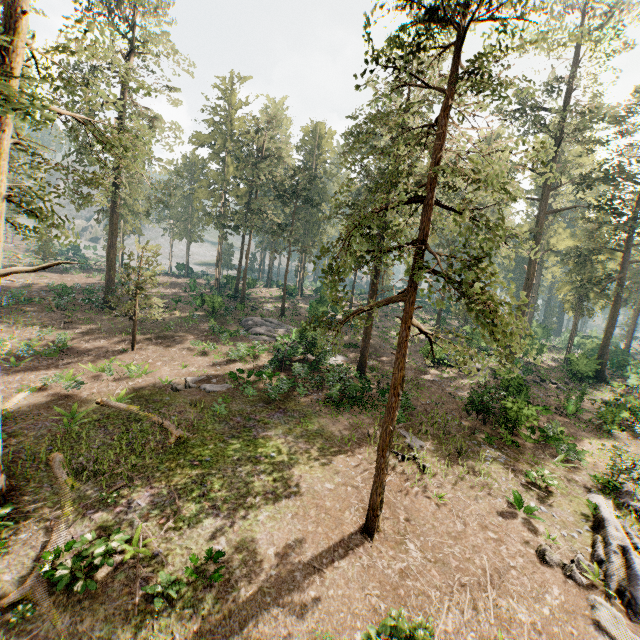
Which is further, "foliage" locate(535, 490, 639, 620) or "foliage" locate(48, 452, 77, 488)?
"foliage" locate(48, 452, 77, 488)

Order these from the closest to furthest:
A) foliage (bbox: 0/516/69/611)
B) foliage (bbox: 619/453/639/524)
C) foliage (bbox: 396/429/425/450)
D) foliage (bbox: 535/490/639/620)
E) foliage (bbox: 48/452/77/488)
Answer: foliage (bbox: 0/516/69/611)
foliage (bbox: 535/490/639/620)
foliage (bbox: 48/452/77/488)
foliage (bbox: 619/453/639/524)
foliage (bbox: 396/429/425/450)

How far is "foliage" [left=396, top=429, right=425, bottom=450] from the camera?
16.66m

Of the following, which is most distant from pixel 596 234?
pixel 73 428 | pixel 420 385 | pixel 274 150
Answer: pixel 73 428

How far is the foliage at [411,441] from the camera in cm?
1666

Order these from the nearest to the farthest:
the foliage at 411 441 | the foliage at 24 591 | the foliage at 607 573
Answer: the foliage at 24 591 < the foliage at 607 573 < the foliage at 411 441

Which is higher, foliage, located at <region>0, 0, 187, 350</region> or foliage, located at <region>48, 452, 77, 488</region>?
foliage, located at <region>0, 0, 187, 350</region>
